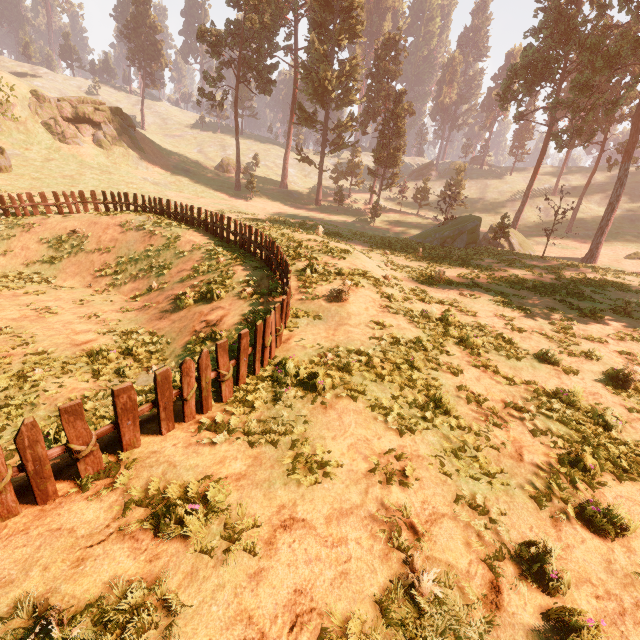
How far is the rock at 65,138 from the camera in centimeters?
4069cm

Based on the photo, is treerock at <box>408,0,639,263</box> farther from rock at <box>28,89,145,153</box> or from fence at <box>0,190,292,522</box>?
rock at <box>28,89,145,153</box>

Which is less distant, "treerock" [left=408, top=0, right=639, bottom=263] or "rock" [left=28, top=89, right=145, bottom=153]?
"treerock" [left=408, top=0, right=639, bottom=263]

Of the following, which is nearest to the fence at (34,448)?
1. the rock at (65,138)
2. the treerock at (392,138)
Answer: the treerock at (392,138)

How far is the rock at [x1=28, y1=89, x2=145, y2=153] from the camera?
40.7 meters

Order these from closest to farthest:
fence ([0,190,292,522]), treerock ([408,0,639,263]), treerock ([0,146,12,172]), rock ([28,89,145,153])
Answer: fence ([0,190,292,522]) → treerock ([408,0,639,263]) → treerock ([0,146,12,172]) → rock ([28,89,145,153])

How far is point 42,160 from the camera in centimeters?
3691cm

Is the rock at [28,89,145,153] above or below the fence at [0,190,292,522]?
above
